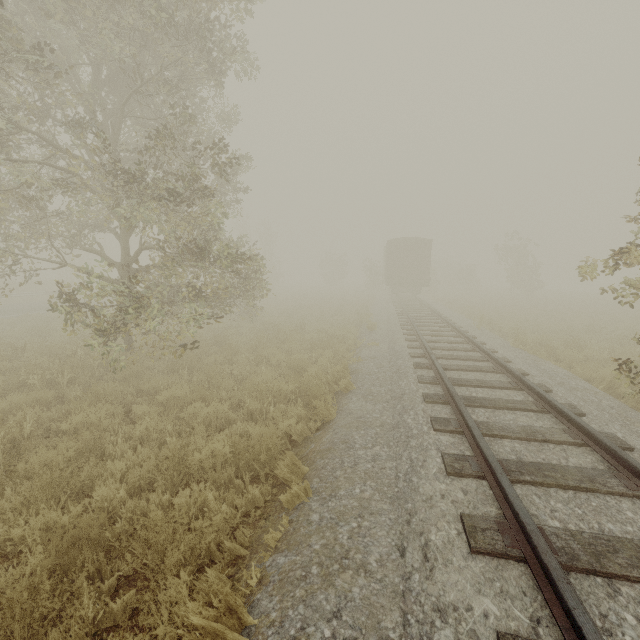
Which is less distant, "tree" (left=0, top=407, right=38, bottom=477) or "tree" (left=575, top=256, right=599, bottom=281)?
"tree" (left=0, top=407, right=38, bottom=477)

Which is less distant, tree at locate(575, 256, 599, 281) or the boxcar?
tree at locate(575, 256, 599, 281)

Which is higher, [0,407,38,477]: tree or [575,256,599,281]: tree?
[575,256,599,281]: tree

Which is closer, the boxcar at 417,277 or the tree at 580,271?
the tree at 580,271

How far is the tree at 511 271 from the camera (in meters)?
30.83

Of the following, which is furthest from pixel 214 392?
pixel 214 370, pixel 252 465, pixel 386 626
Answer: pixel 386 626
